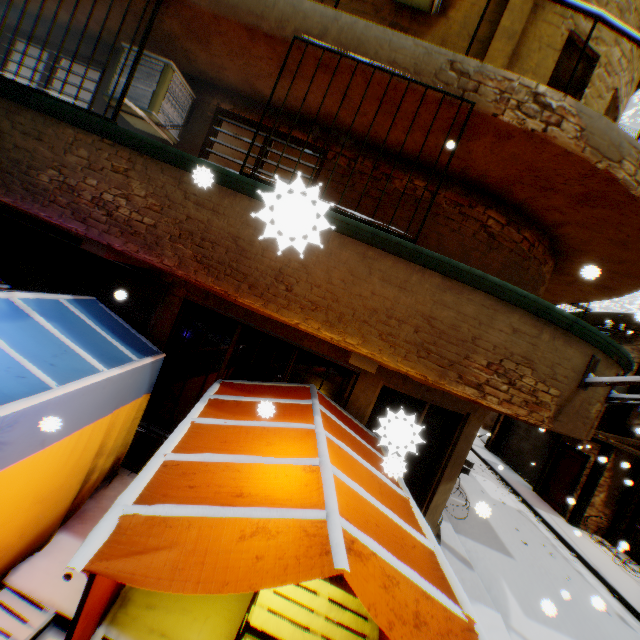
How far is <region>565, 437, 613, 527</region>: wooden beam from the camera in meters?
11.5 m

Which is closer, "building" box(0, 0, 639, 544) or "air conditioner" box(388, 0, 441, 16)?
"building" box(0, 0, 639, 544)

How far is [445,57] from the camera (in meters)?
3.58

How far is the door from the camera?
12.4m

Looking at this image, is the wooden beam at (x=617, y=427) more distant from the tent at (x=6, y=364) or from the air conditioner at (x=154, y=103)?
the air conditioner at (x=154, y=103)

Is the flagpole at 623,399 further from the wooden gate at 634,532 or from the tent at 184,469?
the tent at 184,469

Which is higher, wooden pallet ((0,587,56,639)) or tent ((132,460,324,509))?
tent ((132,460,324,509))

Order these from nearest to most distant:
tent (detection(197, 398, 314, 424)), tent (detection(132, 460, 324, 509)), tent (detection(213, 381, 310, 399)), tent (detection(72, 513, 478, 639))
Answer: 1. tent (detection(72, 513, 478, 639))
2. tent (detection(132, 460, 324, 509))
3. tent (detection(197, 398, 314, 424))
4. tent (detection(213, 381, 310, 399))
